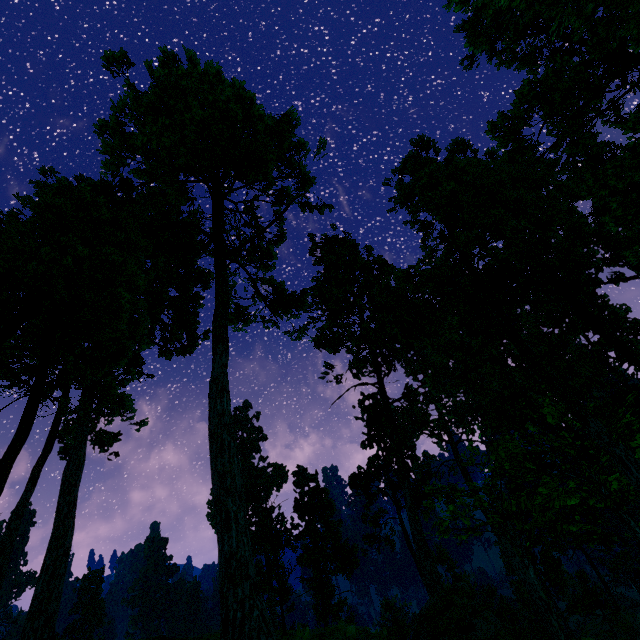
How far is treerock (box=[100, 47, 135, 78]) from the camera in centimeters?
1871cm

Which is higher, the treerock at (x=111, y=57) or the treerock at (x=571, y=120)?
the treerock at (x=111, y=57)

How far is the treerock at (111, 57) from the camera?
18.7 meters

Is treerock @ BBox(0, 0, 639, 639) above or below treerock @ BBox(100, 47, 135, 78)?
below

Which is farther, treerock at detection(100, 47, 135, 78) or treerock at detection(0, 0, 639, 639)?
treerock at detection(100, 47, 135, 78)

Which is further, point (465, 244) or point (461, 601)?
Result: point (465, 244)
